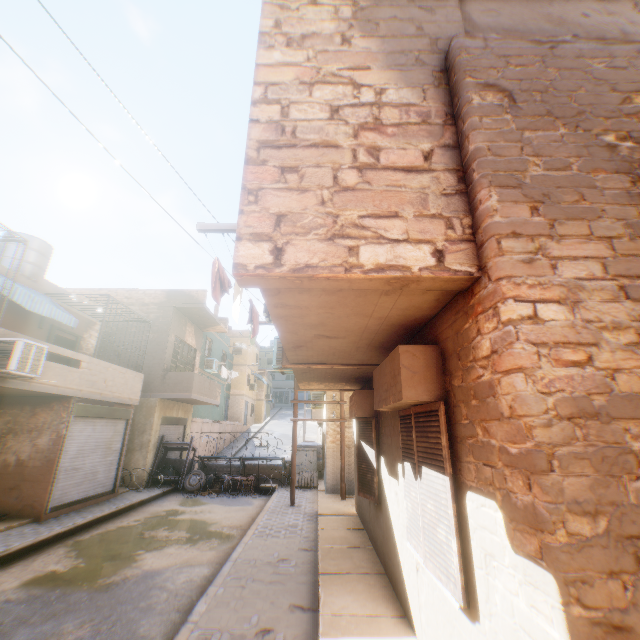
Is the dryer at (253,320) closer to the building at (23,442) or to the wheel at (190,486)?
the building at (23,442)

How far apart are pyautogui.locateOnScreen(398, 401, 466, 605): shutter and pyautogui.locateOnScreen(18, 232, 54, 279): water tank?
15.30m

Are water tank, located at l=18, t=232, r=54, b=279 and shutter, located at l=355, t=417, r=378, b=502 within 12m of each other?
no

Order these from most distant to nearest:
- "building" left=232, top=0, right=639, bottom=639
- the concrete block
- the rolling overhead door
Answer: the concrete block → the rolling overhead door → "building" left=232, top=0, right=639, bottom=639

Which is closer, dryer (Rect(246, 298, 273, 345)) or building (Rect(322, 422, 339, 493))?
dryer (Rect(246, 298, 273, 345))

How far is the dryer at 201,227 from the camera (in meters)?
4.42

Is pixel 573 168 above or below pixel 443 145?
below
